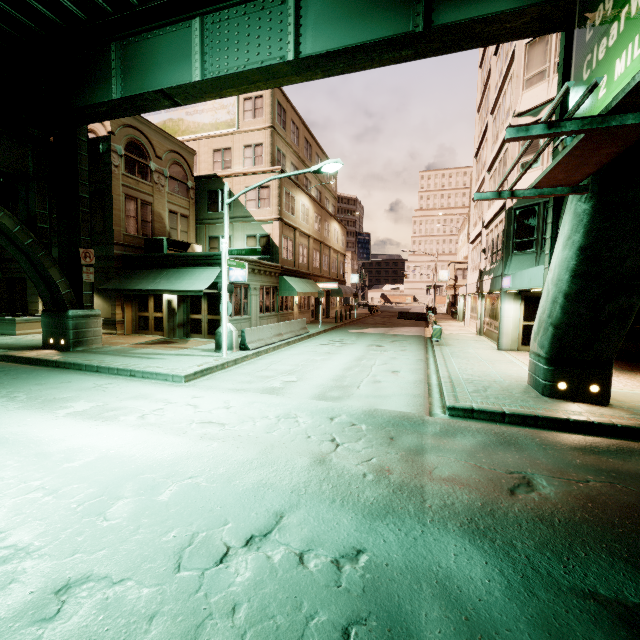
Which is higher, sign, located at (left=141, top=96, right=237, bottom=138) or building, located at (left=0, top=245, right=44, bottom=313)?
sign, located at (left=141, top=96, right=237, bottom=138)

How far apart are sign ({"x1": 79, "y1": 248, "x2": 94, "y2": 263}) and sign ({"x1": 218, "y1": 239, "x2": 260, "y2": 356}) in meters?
6.6

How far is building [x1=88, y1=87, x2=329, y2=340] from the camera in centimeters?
1836cm

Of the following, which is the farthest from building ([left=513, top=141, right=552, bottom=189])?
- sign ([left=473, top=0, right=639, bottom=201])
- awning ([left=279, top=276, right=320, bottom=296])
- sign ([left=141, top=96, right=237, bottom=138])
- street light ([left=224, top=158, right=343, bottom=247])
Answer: sign ([left=141, top=96, right=237, bottom=138])

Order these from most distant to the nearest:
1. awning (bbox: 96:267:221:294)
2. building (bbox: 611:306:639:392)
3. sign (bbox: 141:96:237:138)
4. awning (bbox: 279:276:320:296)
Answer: sign (bbox: 141:96:237:138) → awning (bbox: 279:276:320:296) → awning (bbox: 96:267:221:294) → building (bbox: 611:306:639:392)

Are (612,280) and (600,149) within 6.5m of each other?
yes

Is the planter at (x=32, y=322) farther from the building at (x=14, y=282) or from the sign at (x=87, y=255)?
the sign at (x=87, y=255)

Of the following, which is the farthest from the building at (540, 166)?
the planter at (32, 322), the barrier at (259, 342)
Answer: the planter at (32, 322)
